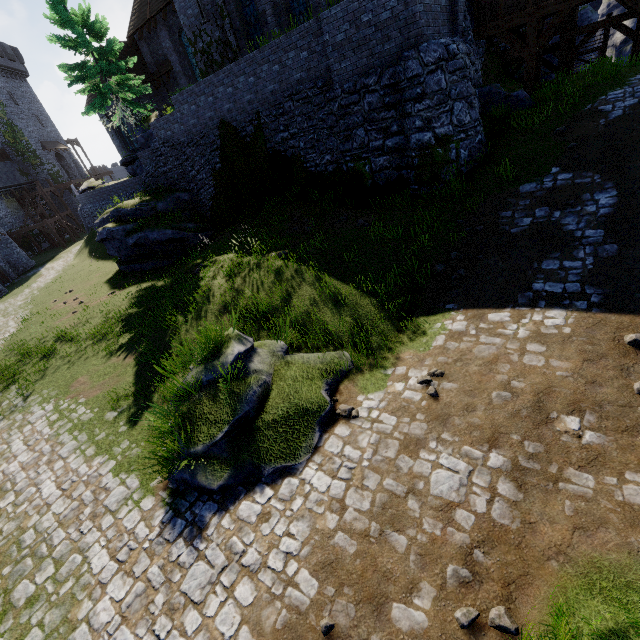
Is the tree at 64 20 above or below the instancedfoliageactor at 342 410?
above

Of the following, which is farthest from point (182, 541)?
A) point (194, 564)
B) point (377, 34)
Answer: point (377, 34)

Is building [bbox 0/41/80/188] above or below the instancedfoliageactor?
above

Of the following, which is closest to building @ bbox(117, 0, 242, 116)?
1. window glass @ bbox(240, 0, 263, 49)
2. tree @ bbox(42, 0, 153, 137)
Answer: window glass @ bbox(240, 0, 263, 49)

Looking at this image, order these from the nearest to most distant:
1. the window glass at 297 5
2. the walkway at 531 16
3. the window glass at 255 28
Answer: the walkway at 531 16 → the window glass at 297 5 → the window glass at 255 28

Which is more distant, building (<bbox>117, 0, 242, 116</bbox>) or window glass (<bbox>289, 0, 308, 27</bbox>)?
building (<bbox>117, 0, 242, 116</bbox>)

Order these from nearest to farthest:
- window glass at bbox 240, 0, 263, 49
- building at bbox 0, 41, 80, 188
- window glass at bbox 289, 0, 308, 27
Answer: window glass at bbox 289, 0, 308, 27
window glass at bbox 240, 0, 263, 49
building at bbox 0, 41, 80, 188

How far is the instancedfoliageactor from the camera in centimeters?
624cm
